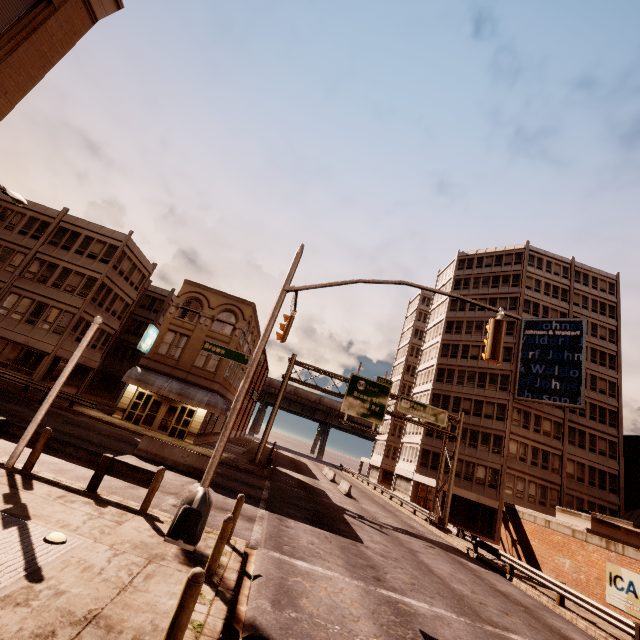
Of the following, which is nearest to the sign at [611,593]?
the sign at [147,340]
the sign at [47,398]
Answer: the sign at [47,398]

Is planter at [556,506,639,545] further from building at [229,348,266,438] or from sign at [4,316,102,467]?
sign at [4,316,102,467]

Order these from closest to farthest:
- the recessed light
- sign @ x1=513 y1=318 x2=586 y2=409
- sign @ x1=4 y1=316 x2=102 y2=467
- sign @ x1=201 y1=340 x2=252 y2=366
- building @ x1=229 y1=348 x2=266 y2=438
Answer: the recessed light < sign @ x1=4 y1=316 x2=102 y2=467 < sign @ x1=201 y1=340 x2=252 y2=366 < sign @ x1=513 y1=318 x2=586 y2=409 < building @ x1=229 y1=348 x2=266 y2=438

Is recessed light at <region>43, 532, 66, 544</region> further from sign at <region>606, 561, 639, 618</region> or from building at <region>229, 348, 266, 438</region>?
sign at <region>606, 561, 639, 618</region>

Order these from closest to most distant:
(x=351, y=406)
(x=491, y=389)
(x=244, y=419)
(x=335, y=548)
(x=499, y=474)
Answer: (x=335, y=548), (x=351, y=406), (x=499, y=474), (x=491, y=389), (x=244, y=419)

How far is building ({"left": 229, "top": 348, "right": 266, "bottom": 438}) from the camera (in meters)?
49.80

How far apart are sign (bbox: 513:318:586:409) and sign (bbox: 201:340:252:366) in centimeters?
3865cm

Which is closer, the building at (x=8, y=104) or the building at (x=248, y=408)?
the building at (x=8, y=104)
